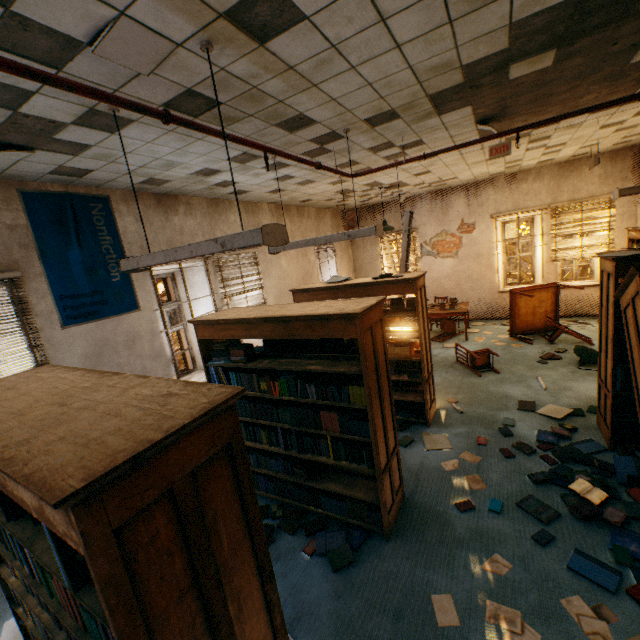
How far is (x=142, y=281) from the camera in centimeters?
468cm

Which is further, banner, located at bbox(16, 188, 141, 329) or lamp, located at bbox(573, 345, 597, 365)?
lamp, located at bbox(573, 345, 597, 365)

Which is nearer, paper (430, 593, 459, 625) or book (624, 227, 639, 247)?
paper (430, 593, 459, 625)

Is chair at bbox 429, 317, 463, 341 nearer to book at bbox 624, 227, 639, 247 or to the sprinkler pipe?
book at bbox 624, 227, 639, 247

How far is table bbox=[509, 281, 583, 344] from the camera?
7.6m

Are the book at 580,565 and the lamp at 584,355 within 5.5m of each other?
yes

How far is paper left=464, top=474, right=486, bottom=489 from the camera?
3.5 meters

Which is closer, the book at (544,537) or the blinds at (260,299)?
the book at (544,537)
